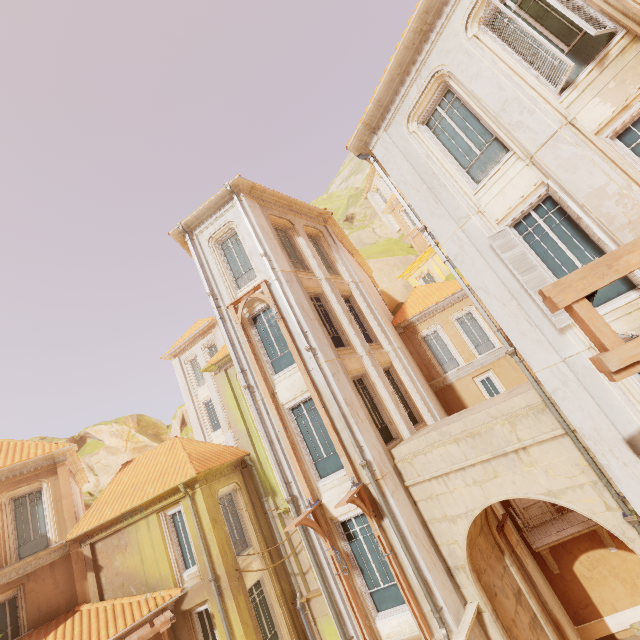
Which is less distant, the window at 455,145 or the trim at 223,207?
the window at 455,145

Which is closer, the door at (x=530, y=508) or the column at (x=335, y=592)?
the column at (x=335, y=592)

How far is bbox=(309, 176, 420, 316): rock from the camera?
30.8m

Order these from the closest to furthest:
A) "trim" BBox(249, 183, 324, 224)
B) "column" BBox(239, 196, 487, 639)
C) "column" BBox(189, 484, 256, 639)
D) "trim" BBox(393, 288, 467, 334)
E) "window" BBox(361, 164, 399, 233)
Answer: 1. "column" BBox(239, 196, 487, 639)
2. "column" BBox(189, 484, 256, 639)
3. "trim" BBox(249, 183, 324, 224)
4. "trim" BBox(393, 288, 467, 334)
5. "window" BBox(361, 164, 399, 233)

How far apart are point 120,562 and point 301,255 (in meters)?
15.47

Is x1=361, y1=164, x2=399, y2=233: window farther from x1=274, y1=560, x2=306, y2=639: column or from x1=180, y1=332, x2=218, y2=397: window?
x1=180, y1=332, x2=218, y2=397: window

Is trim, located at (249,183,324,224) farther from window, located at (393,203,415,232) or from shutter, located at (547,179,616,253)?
window, located at (393,203,415,232)

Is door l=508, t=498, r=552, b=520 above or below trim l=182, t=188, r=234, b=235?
below
